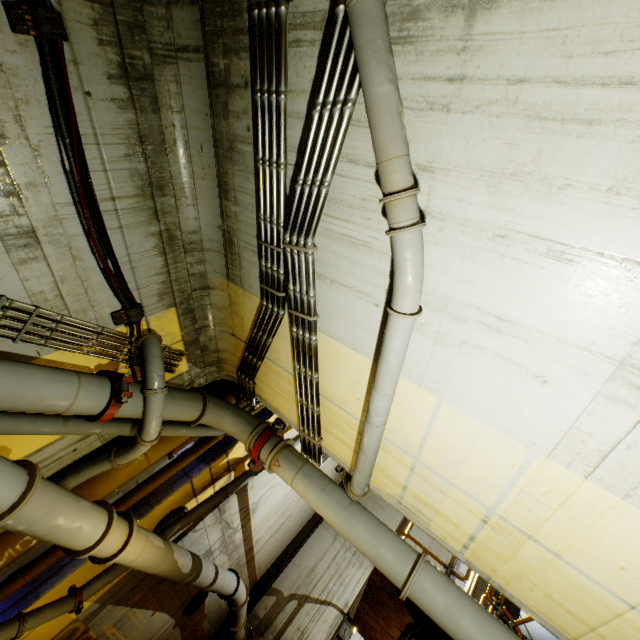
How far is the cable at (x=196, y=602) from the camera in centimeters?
930cm

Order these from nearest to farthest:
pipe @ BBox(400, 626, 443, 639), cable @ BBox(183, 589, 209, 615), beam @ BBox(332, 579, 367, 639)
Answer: pipe @ BBox(400, 626, 443, 639), cable @ BBox(183, 589, 209, 615), beam @ BBox(332, 579, 367, 639)

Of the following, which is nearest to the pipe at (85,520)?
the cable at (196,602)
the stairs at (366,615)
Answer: the stairs at (366,615)

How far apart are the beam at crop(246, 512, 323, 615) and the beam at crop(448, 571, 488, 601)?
5.6 meters

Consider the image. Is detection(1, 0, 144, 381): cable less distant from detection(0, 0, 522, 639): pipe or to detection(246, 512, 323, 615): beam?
detection(0, 0, 522, 639): pipe

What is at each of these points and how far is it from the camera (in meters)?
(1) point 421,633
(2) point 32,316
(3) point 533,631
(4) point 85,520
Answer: (1) pipe, 7.38
(2) pipe, 3.54
(3) elevator, 10.02
(4) pipe, 3.87

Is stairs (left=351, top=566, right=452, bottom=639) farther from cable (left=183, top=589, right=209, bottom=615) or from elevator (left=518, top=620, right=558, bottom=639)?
cable (left=183, top=589, right=209, bottom=615)

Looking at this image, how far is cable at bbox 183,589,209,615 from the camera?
9.3 meters
